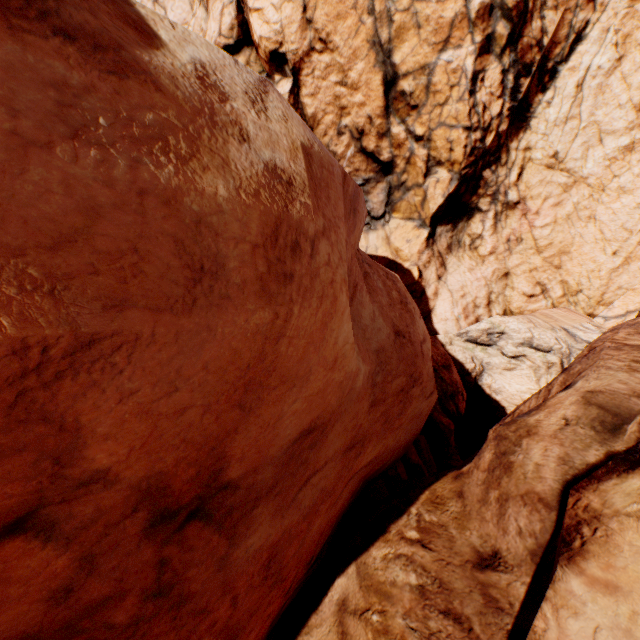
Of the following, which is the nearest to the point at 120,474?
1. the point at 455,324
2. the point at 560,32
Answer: the point at 455,324
